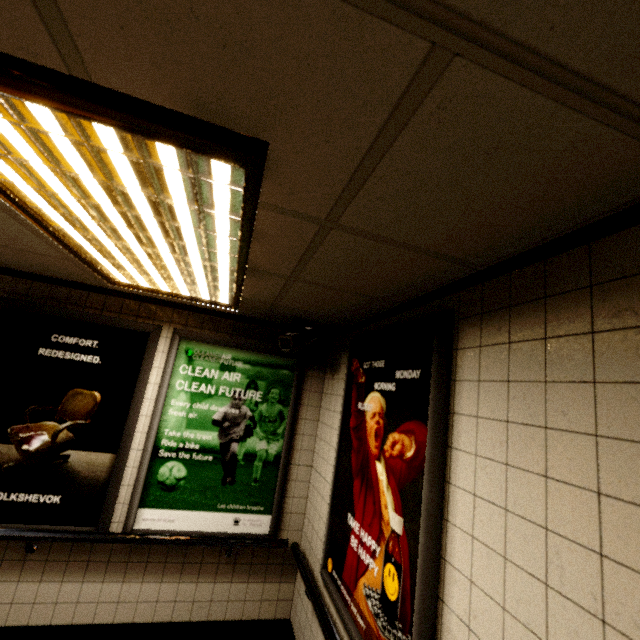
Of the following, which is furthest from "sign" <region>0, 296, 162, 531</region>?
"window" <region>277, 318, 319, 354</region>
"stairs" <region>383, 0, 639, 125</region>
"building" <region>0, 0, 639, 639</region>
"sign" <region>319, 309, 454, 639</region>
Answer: "stairs" <region>383, 0, 639, 125</region>

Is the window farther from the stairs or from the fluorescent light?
the stairs

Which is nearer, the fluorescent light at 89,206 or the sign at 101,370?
the fluorescent light at 89,206

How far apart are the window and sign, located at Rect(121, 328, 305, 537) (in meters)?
0.19

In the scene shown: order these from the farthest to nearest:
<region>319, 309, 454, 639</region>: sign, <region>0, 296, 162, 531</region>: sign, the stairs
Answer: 1. <region>0, 296, 162, 531</region>: sign
2. <region>319, 309, 454, 639</region>: sign
3. the stairs

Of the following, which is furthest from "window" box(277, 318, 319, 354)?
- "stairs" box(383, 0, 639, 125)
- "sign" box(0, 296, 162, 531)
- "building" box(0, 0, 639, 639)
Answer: "stairs" box(383, 0, 639, 125)

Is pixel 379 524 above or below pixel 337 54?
below

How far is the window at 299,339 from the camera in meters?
2.8
